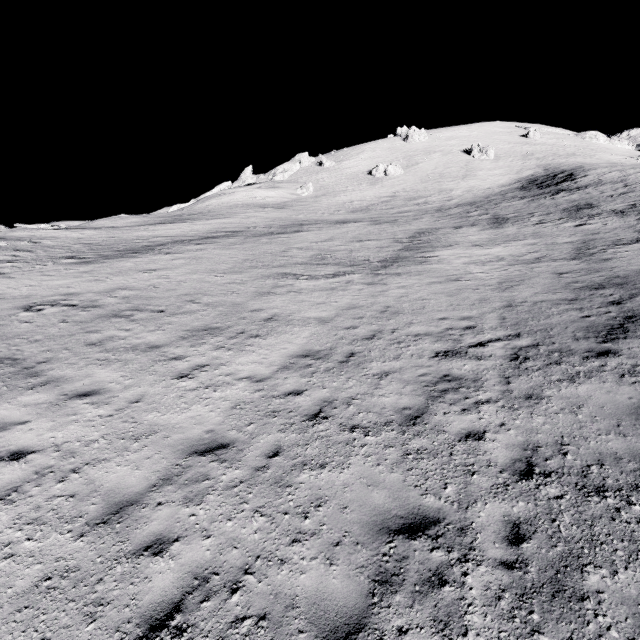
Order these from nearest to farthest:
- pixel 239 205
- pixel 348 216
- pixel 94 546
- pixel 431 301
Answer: pixel 94 546
pixel 431 301
pixel 348 216
pixel 239 205
